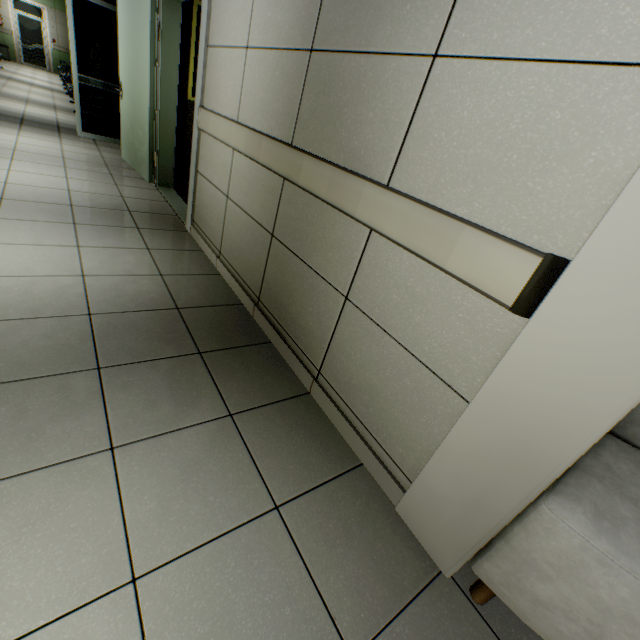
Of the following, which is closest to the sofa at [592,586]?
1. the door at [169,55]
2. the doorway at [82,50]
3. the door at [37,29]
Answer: the door at [169,55]

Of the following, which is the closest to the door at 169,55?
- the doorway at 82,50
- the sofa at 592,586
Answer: the doorway at 82,50

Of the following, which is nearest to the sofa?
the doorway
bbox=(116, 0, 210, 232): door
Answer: bbox=(116, 0, 210, 232): door

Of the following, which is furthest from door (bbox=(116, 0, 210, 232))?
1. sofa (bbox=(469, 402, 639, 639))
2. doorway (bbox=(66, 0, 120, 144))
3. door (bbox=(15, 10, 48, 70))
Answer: door (bbox=(15, 10, 48, 70))

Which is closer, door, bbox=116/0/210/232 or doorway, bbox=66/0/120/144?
door, bbox=116/0/210/232

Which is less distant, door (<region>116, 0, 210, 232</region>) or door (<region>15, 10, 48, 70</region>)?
door (<region>116, 0, 210, 232</region>)

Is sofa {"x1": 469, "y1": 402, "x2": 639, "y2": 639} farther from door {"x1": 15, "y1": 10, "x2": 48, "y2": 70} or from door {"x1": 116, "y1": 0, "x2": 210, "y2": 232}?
door {"x1": 15, "y1": 10, "x2": 48, "y2": 70}

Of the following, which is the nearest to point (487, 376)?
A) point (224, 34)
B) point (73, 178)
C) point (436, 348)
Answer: point (436, 348)
